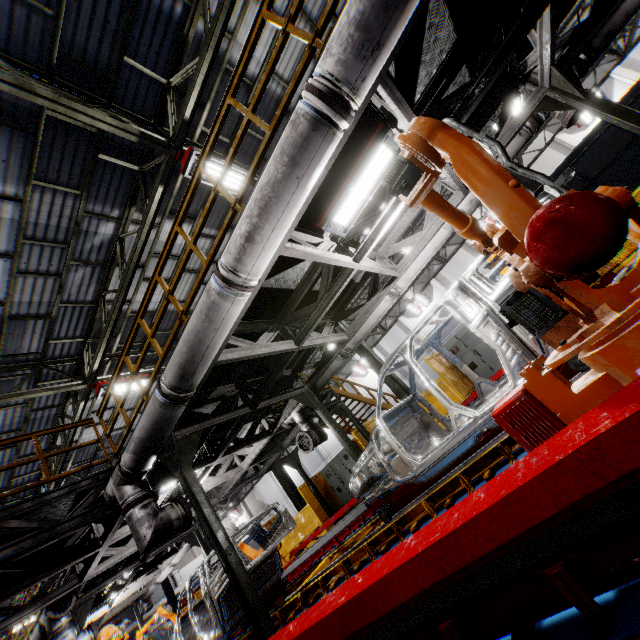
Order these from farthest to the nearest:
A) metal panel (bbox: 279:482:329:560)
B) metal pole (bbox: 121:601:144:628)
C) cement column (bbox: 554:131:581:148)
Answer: cement column (bbox: 554:131:581:148)
metal pole (bbox: 121:601:144:628)
metal panel (bbox: 279:482:329:560)

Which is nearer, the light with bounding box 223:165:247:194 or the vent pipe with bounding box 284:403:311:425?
the light with bounding box 223:165:247:194

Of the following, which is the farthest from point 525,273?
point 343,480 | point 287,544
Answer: point 287,544

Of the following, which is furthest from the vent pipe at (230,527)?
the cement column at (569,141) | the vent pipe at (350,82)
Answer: the cement column at (569,141)

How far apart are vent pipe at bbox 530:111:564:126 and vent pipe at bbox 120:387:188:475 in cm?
314

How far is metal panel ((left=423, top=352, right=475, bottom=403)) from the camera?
9.9 meters

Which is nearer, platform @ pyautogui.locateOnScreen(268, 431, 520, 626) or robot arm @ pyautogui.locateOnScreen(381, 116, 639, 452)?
robot arm @ pyautogui.locateOnScreen(381, 116, 639, 452)

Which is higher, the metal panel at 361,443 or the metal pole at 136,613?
the metal pole at 136,613
